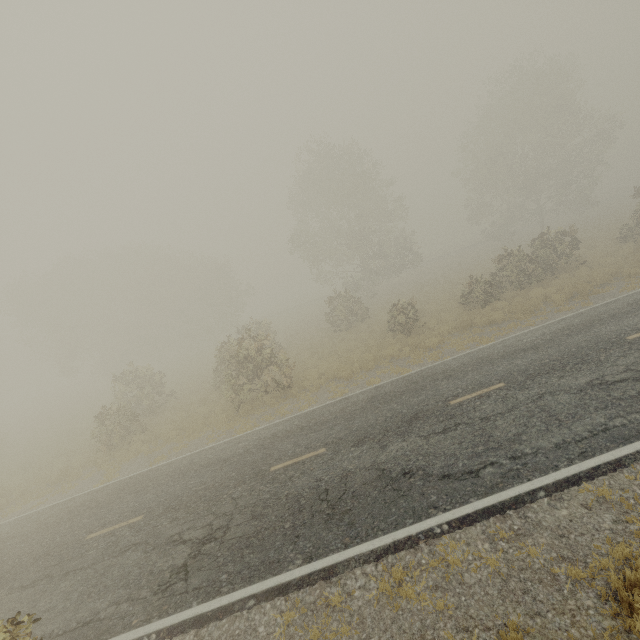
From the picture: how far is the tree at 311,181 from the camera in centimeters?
3084cm

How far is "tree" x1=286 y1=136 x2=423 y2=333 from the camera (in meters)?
30.84

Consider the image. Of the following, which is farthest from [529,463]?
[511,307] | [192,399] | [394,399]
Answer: [192,399]
